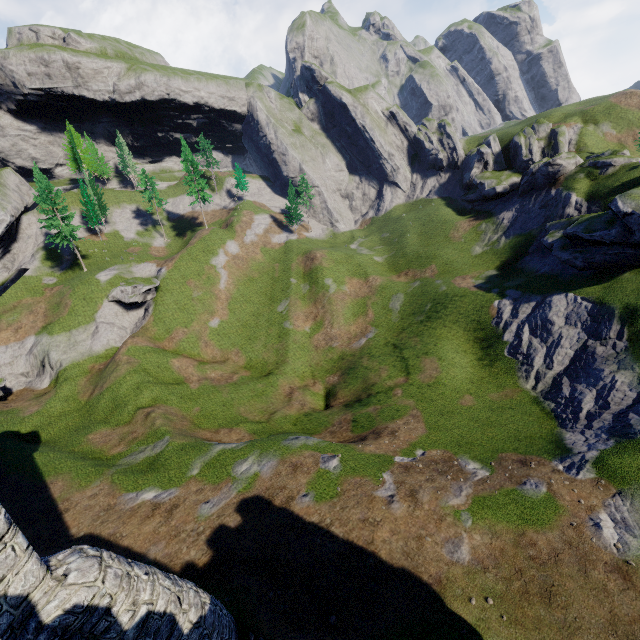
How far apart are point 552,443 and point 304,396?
25.7 meters

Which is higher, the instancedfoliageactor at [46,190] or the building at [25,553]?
the instancedfoliageactor at [46,190]

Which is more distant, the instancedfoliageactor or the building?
the instancedfoliageactor

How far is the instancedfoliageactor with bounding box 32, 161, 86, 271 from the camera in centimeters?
4831cm

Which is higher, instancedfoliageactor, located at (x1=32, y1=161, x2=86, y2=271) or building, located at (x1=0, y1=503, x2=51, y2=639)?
instancedfoliageactor, located at (x1=32, y1=161, x2=86, y2=271)

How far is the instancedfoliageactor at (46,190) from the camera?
48.3 meters
